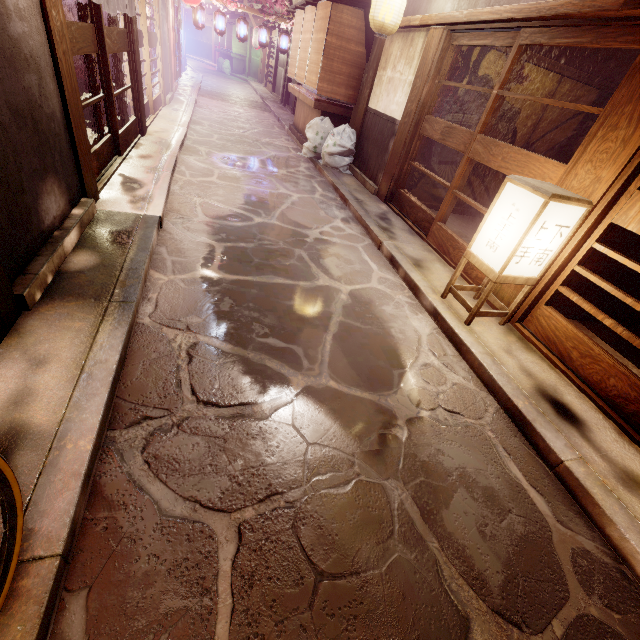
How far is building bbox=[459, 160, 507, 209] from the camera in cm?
1278

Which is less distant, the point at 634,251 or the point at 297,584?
the point at 297,584

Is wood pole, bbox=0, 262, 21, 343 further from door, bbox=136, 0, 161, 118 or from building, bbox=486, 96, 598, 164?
door, bbox=136, 0, 161, 118

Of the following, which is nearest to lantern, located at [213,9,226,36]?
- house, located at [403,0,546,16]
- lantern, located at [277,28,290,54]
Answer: lantern, located at [277,28,290,54]

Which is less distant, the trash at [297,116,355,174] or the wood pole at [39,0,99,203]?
the wood pole at [39,0,99,203]

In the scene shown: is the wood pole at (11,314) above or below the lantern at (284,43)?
below

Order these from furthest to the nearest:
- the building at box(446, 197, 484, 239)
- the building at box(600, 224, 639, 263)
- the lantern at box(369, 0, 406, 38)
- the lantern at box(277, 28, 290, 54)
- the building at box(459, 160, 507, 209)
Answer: the lantern at box(277, 28, 290, 54) < the building at box(459, 160, 507, 209) < the building at box(446, 197, 484, 239) < the lantern at box(369, 0, 406, 38) < the building at box(600, 224, 639, 263)

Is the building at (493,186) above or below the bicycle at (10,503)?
above
